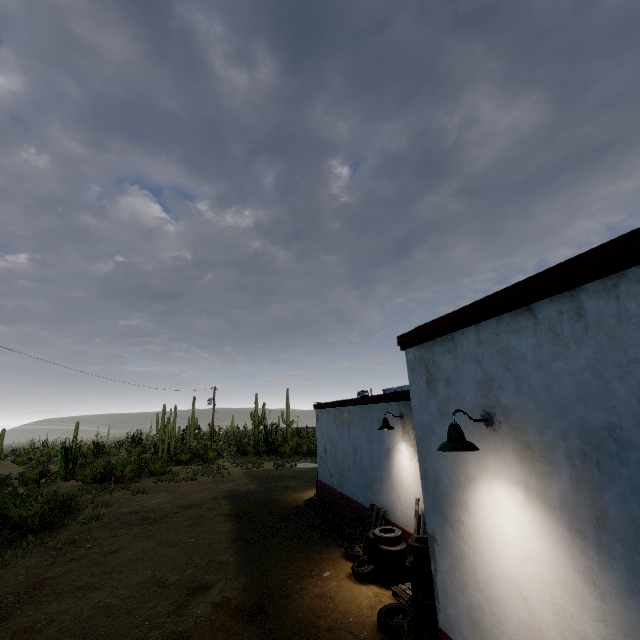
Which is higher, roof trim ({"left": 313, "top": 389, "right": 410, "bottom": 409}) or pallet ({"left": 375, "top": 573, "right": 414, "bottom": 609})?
roof trim ({"left": 313, "top": 389, "right": 410, "bottom": 409})

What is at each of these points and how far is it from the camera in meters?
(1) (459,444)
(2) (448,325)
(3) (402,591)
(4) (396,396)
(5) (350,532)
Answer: (1) street light, 3.5 m
(2) roof trim, 4.5 m
(3) pallet, 6.7 m
(4) roof trim, 8.7 m
(5) pallet, 9.4 m

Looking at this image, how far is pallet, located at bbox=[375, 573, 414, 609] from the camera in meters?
6.4 m

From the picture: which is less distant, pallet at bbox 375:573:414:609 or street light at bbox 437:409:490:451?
street light at bbox 437:409:490:451

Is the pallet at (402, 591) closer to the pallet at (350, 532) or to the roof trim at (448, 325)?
the pallet at (350, 532)

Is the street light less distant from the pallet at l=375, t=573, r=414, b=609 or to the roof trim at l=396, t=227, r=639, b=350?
the roof trim at l=396, t=227, r=639, b=350

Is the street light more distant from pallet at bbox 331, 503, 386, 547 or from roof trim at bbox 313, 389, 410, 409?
pallet at bbox 331, 503, 386, 547

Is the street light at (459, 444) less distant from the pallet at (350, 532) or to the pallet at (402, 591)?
the pallet at (402, 591)
